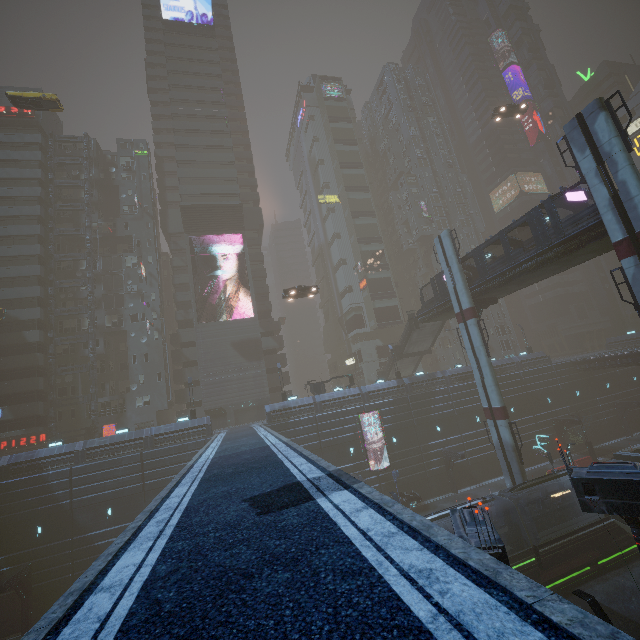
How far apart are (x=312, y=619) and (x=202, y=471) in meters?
10.9 m

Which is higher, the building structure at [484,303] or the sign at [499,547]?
the building structure at [484,303]

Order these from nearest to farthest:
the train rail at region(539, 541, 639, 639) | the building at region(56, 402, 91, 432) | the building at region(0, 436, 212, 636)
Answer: the train rail at region(539, 541, 639, 639) → the building at region(0, 436, 212, 636) → the building at region(56, 402, 91, 432)

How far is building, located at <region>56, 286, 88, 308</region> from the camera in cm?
4497

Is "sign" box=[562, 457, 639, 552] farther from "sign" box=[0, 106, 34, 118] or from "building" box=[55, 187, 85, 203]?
"sign" box=[0, 106, 34, 118]

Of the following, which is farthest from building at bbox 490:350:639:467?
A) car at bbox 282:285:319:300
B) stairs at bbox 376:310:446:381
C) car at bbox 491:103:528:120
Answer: car at bbox 282:285:319:300

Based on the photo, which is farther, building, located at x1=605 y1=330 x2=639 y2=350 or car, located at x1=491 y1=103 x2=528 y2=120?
building, located at x1=605 y1=330 x2=639 y2=350

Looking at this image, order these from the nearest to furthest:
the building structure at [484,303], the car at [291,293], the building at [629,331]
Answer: the building structure at [484,303]
the car at [291,293]
the building at [629,331]
